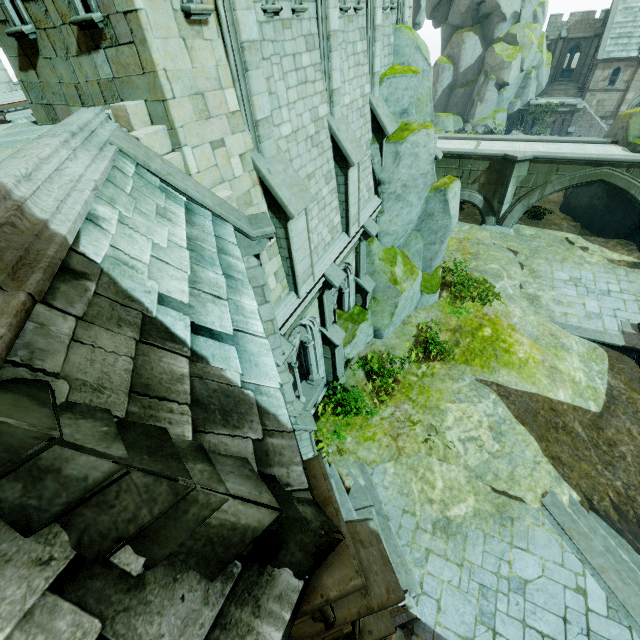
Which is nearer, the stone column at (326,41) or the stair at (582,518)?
the stone column at (326,41)

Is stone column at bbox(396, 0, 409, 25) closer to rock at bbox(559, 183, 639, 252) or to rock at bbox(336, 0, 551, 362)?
rock at bbox(559, 183, 639, 252)

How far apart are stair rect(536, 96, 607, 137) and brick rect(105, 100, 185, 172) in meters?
52.1 m

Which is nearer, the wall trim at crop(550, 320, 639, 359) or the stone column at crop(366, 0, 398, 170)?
the stone column at crop(366, 0, 398, 170)

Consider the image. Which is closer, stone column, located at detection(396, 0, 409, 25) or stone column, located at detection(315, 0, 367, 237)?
stone column, located at detection(315, 0, 367, 237)

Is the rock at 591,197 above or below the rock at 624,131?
below

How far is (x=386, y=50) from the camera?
11.1 meters

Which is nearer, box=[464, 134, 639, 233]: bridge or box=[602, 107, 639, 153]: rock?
box=[464, 134, 639, 233]: bridge
